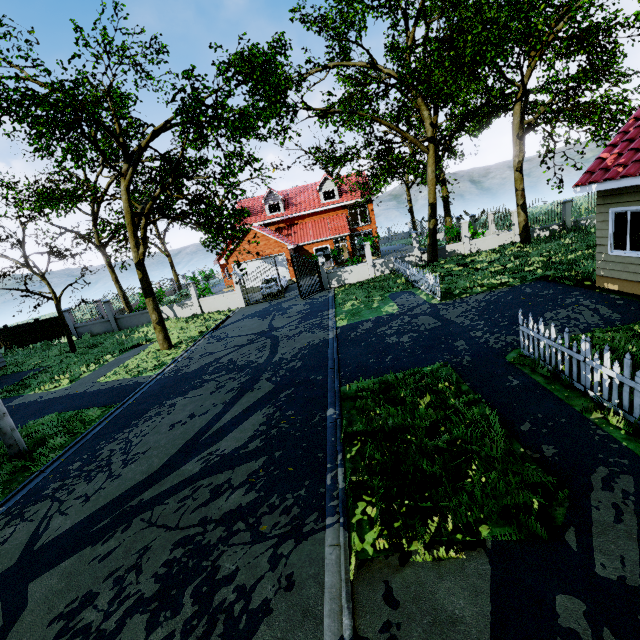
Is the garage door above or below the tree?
below

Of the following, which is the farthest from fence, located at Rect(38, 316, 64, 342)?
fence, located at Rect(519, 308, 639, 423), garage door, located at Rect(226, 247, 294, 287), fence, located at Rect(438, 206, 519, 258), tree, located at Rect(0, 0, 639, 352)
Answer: fence, located at Rect(519, 308, 639, 423)

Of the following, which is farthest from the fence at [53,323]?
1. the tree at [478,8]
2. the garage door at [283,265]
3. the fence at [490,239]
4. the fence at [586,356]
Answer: the fence at [586,356]

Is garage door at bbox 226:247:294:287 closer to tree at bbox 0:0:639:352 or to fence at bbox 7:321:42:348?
tree at bbox 0:0:639:352

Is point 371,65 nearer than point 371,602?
No

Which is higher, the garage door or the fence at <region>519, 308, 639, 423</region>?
the garage door

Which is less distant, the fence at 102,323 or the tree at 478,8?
the tree at 478,8

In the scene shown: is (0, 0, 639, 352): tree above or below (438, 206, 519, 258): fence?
above
